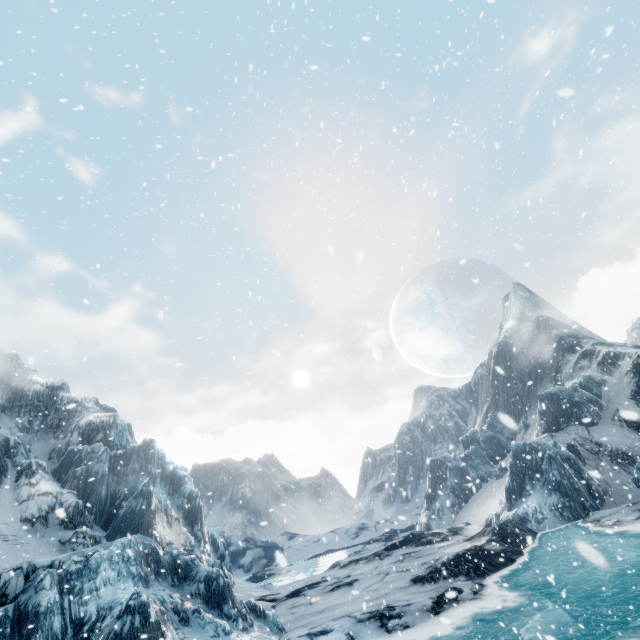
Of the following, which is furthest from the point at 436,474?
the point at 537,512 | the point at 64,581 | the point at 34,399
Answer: the point at 34,399
